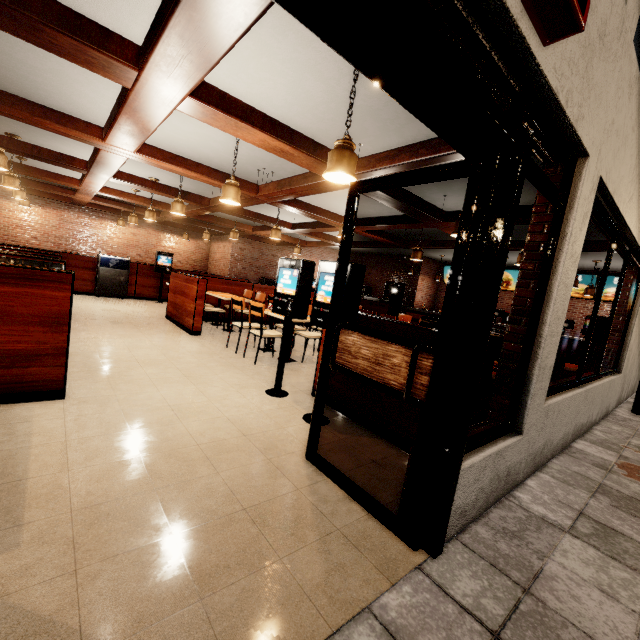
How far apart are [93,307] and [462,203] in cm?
886
